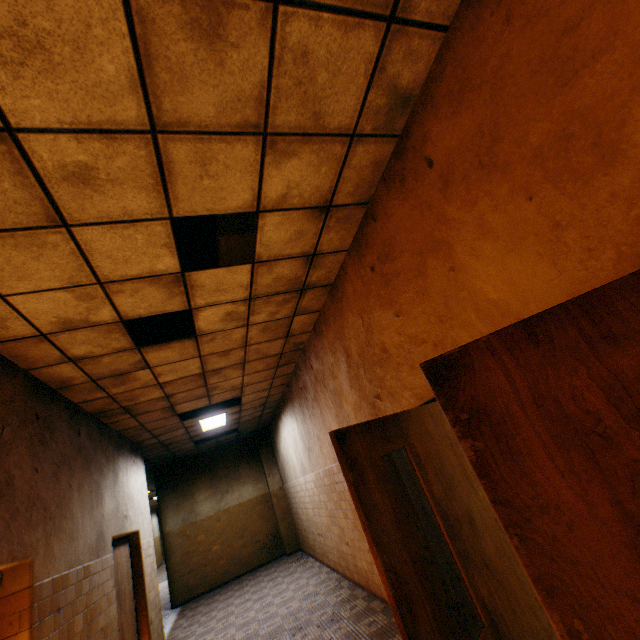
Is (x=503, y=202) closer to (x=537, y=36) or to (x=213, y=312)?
(x=537, y=36)

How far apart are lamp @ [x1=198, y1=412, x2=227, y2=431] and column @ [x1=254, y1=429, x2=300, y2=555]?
3.1m

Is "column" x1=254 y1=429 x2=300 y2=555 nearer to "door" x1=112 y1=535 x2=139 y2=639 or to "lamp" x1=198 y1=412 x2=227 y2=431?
"lamp" x1=198 y1=412 x2=227 y2=431

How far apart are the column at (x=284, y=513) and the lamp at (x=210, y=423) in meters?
3.1

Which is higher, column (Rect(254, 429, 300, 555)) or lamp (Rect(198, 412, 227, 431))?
lamp (Rect(198, 412, 227, 431))

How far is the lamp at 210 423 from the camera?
7.9m

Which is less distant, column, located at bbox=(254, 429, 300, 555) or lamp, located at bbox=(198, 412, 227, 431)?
lamp, located at bbox=(198, 412, 227, 431)

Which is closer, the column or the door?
the door
